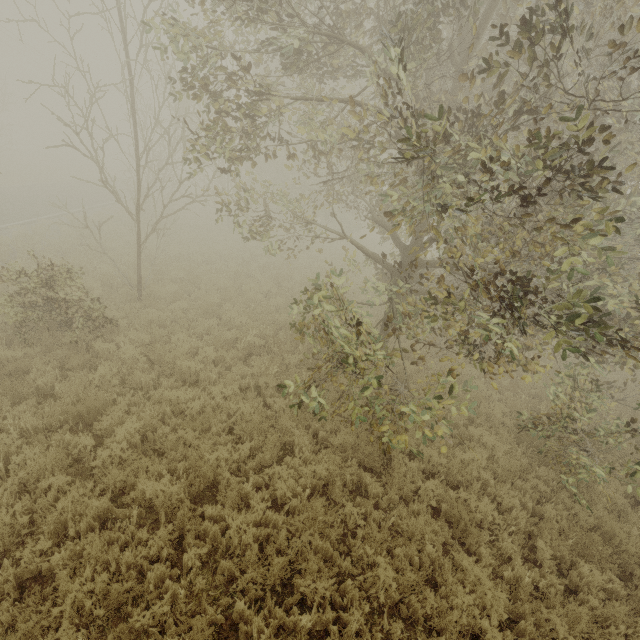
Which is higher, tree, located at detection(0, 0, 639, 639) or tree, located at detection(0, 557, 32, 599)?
tree, located at detection(0, 0, 639, 639)

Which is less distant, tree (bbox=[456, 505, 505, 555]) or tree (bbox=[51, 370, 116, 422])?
tree (bbox=[456, 505, 505, 555])

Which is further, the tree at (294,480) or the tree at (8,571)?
the tree at (294,480)

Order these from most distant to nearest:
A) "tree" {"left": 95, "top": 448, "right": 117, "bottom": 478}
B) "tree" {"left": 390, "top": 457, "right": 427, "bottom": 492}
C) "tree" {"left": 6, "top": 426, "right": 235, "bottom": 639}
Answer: "tree" {"left": 390, "top": 457, "right": 427, "bottom": 492} → "tree" {"left": 95, "top": 448, "right": 117, "bottom": 478} → "tree" {"left": 6, "top": 426, "right": 235, "bottom": 639}

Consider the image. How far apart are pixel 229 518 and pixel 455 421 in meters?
6.0 m

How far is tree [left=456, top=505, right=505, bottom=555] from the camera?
5.46m
